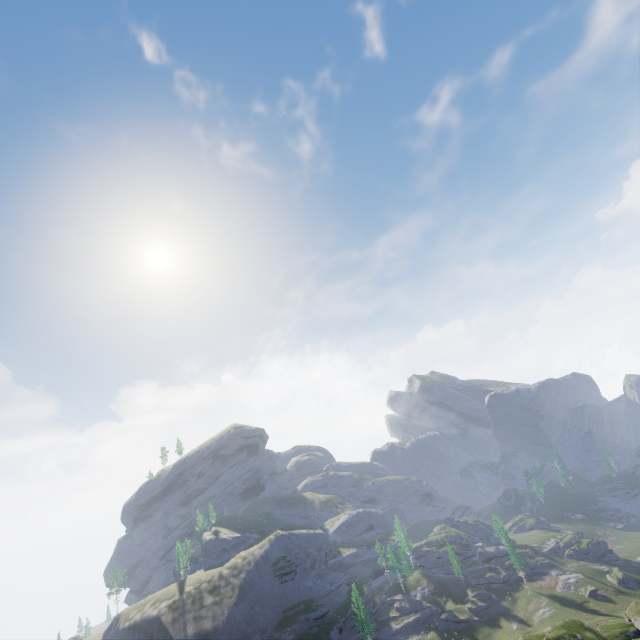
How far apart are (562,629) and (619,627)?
8.2m
